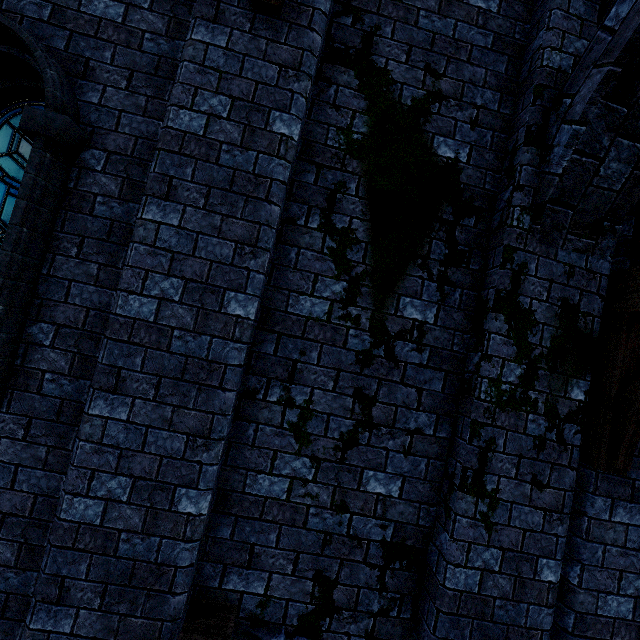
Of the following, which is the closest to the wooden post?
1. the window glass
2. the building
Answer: the building

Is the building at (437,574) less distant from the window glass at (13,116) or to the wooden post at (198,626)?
the wooden post at (198,626)

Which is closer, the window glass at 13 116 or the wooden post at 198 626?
the wooden post at 198 626

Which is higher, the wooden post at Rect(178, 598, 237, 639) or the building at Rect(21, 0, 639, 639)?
the building at Rect(21, 0, 639, 639)

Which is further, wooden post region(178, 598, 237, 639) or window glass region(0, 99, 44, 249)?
window glass region(0, 99, 44, 249)

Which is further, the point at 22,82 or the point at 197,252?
the point at 22,82

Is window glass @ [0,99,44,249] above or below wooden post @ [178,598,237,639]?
above
